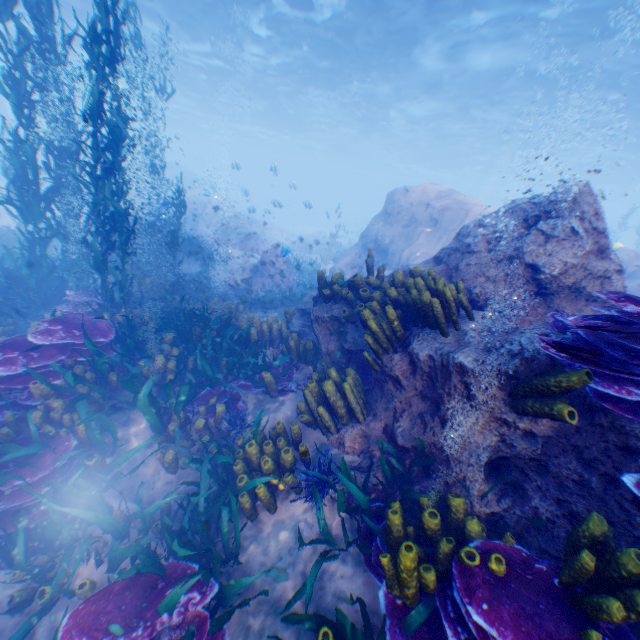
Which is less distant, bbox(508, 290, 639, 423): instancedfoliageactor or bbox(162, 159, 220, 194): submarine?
bbox(508, 290, 639, 423): instancedfoliageactor

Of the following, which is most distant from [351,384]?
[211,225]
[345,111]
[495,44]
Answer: [345,111]

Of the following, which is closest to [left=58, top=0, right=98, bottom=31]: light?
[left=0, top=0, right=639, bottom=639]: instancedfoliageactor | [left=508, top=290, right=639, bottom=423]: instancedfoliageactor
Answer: [left=0, top=0, right=639, bottom=639]: instancedfoliageactor

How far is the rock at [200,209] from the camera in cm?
2375

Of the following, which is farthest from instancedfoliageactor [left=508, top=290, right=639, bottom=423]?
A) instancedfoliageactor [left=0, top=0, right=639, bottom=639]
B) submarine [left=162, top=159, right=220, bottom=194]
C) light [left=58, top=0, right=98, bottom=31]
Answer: light [left=58, top=0, right=98, bottom=31]

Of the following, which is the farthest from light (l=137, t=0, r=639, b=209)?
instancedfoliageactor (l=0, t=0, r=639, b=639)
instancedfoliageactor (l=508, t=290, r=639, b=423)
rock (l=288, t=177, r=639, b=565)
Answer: instancedfoliageactor (l=508, t=290, r=639, b=423)

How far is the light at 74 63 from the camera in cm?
2401
